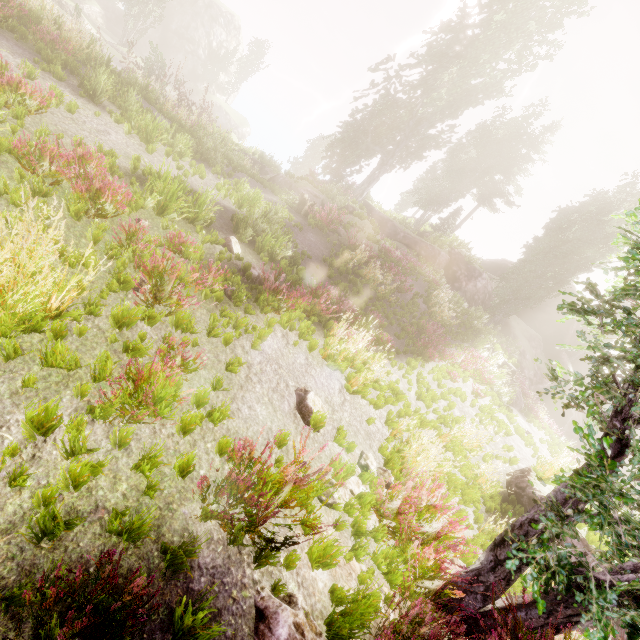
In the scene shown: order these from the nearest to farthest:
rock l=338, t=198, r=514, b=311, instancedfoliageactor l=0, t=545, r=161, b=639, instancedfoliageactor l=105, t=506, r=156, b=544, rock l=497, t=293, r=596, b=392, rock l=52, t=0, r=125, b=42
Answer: instancedfoliageactor l=0, t=545, r=161, b=639
instancedfoliageactor l=105, t=506, r=156, b=544
rock l=338, t=198, r=514, b=311
rock l=52, t=0, r=125, b=42
rock l=497, t=293, r=596, b=392

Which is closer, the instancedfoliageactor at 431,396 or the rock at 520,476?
the rock at 520,476

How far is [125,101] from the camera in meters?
11.5 m

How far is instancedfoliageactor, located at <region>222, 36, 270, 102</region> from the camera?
45.1m

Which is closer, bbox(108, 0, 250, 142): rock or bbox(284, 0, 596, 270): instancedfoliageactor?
bbox(284, 0, 596, 270): instancedfoliageactor

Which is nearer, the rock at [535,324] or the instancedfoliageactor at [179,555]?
the instancedfoliageactor at [179,555]

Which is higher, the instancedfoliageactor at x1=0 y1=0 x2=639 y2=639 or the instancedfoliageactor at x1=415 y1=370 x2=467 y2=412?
the instancedfoliageactor at x1=415 y1=370 x2=467 y2=412

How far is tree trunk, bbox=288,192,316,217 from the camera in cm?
1666
